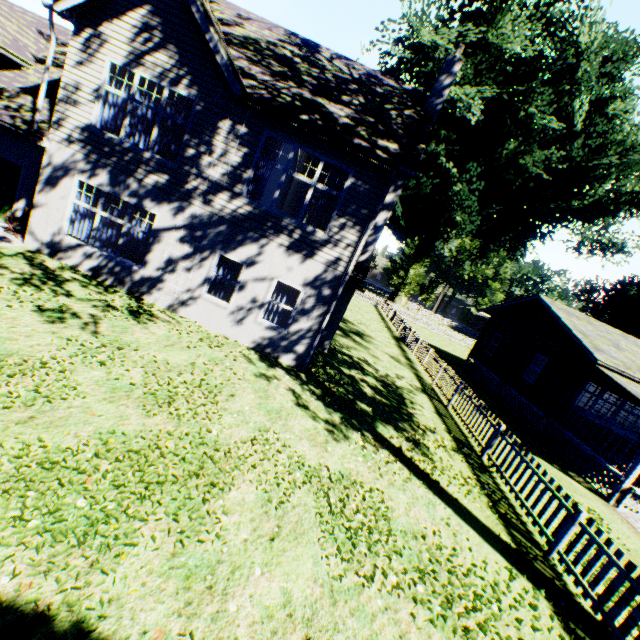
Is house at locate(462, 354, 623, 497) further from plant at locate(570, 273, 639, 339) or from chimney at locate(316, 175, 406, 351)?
chimney at locate(316, 175, 406, 351)

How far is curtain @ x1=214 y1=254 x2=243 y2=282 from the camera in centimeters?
1049cm

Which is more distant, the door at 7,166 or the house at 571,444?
the house at 571,444

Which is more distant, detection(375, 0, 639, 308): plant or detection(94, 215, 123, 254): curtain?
detection(375, 0, 639, 308): plant

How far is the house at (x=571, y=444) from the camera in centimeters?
1199cm

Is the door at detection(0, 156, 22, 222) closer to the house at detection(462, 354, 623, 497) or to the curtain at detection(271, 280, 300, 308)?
the curtain at detection(271, 280, 300, 308)

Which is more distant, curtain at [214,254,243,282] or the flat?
the flat

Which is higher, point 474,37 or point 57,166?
point 474,37
